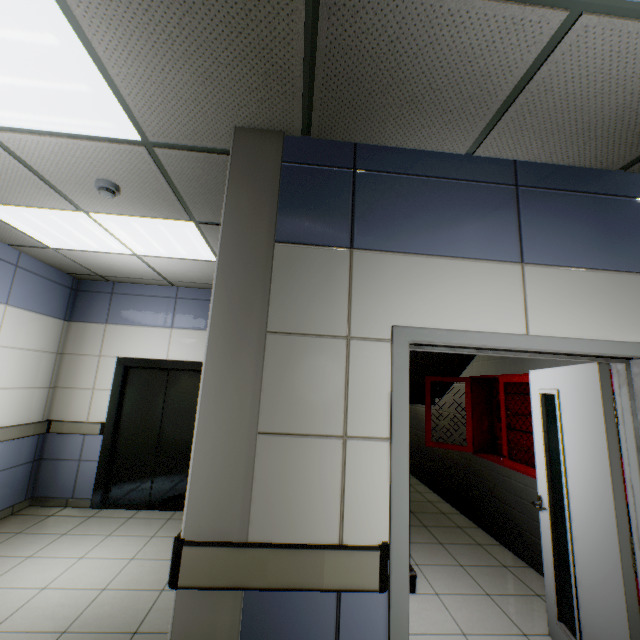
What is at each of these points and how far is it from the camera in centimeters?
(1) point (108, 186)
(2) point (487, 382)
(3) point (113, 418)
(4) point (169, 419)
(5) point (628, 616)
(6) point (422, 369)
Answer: (1) fire alarm, 243cm
(2) cabinet, 452cm
(3) elevator, 471cm
(4) elevator door, 490cm
(5) door, 175cm
(6) stairs, 527cm

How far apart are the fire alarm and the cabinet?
4.18m

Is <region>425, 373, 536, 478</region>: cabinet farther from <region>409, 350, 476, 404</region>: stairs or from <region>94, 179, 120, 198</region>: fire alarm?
<region>94, 179, 120, 198</region>: fire alarm

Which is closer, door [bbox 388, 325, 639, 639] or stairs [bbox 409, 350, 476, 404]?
door [bbox 388, 325, 639, 639]

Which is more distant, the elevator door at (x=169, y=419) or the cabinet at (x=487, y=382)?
the elevator door at (x=169, y=419)

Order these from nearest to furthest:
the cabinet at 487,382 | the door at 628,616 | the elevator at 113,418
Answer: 1. the door at 628,616
2. the cabinet at 487,382
3. the elevator at 113,418

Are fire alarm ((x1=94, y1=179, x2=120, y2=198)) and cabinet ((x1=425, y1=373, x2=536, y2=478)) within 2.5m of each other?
no

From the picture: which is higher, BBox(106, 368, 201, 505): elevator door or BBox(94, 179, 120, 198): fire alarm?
BBox(94, 179, 120, 198): fire alarm
